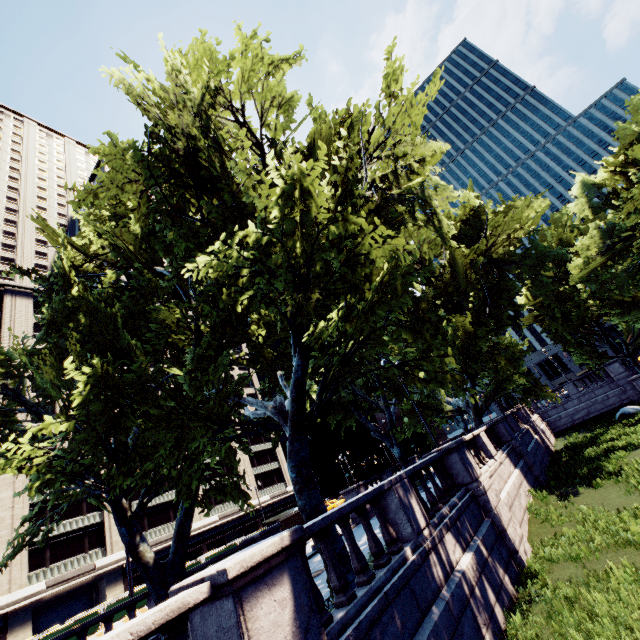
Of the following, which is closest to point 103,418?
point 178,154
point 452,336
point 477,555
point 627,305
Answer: point 178,154

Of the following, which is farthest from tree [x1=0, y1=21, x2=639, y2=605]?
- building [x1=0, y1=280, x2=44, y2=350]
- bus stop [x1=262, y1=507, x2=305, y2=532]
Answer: building [x1=0, y1=280, x2=44, y2=350]

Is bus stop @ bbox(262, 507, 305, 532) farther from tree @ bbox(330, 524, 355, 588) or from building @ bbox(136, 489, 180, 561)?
building @ bbox(136, 489, 180, 561)

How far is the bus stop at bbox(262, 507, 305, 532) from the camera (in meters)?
22.02

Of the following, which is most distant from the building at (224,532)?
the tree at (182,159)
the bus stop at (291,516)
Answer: the bus stop at (291,516)

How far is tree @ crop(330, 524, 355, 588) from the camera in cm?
751

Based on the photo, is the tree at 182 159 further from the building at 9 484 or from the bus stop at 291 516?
the building at 9 484
